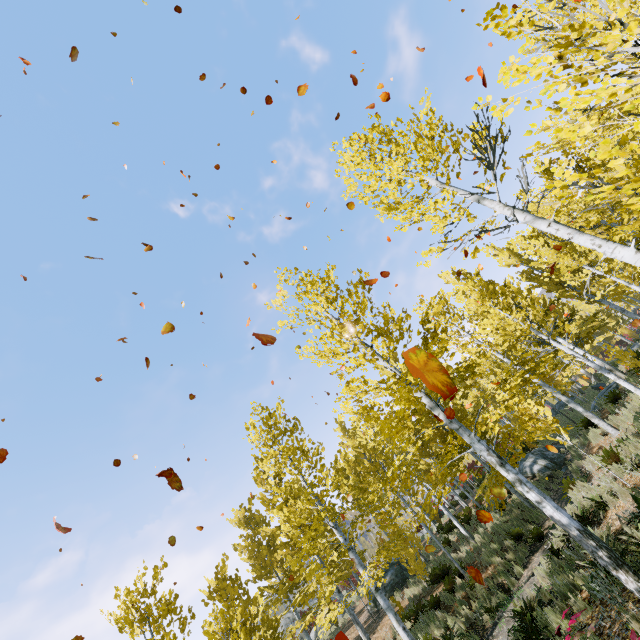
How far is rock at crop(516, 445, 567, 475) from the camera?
15.77m

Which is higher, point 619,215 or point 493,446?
point 619,215

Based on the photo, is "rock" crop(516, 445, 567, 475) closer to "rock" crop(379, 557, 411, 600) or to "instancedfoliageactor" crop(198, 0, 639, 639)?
"instancedfoliageactor" crop(198, 0, 639, 639)

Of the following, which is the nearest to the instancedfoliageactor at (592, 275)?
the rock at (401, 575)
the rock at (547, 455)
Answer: the rock at (547, 455)

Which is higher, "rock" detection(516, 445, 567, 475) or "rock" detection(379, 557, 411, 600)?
"rock" detection(379, 557, 411, 600)

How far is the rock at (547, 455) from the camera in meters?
15.8

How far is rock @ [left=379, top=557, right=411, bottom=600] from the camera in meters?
17.9 m
